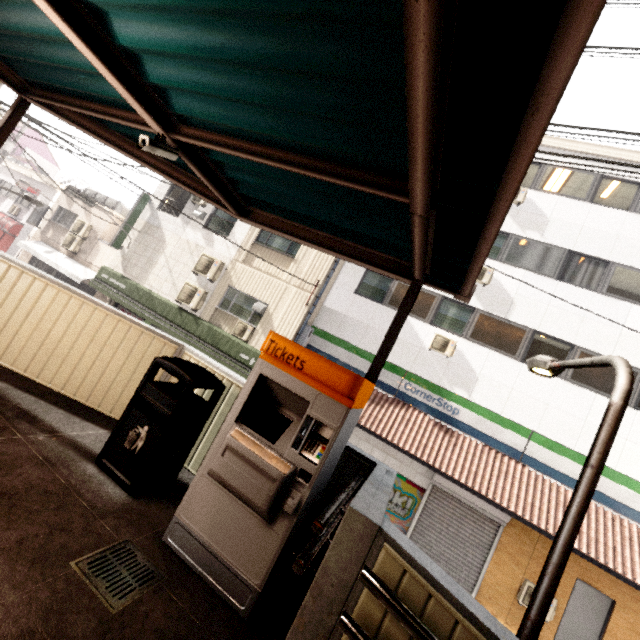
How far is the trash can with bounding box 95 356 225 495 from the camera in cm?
292

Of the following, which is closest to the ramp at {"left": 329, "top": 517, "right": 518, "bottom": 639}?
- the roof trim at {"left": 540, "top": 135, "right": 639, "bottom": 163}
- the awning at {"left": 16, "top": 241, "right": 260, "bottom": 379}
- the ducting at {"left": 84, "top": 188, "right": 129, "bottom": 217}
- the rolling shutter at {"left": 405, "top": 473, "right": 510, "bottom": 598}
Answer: the awning at {"left": 16, "top": 241, "right": 260, "bottom": 379}

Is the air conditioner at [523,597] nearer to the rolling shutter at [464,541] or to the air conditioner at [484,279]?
the rolling shutter at [464,541]

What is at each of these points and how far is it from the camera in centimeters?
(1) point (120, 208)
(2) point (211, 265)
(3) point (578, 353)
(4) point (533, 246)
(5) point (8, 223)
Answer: (1) ducting, 1758cm
(2) air conditioner, 1285cm
(3) window, 978cm
(4) window, 1095cm
(5) awning, 2044cm

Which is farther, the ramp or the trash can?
the trash can

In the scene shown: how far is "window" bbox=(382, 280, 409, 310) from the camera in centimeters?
1175cm

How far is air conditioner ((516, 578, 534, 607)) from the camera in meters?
8.5 m

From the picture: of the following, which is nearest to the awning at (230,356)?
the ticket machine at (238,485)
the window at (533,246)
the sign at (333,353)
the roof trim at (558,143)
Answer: the sign at (333,353)
